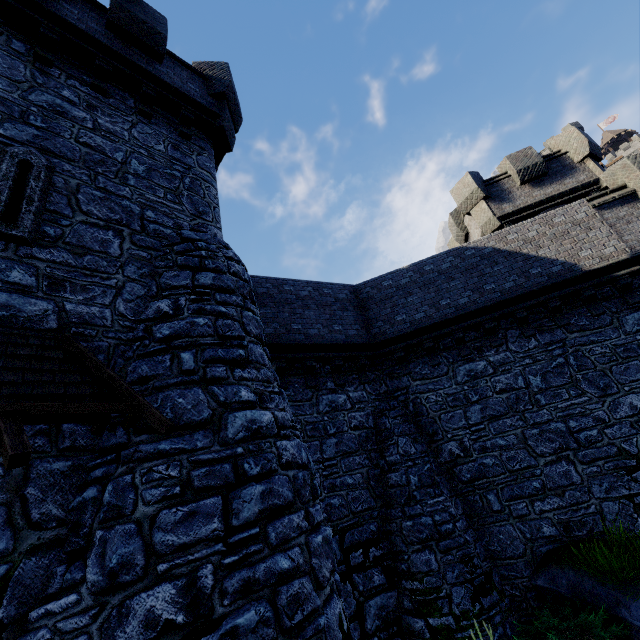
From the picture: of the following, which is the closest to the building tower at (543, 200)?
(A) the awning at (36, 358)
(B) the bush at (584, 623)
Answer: (B) the bush at (584, 623)

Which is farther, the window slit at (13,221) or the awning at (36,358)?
the window slit at (13,221)

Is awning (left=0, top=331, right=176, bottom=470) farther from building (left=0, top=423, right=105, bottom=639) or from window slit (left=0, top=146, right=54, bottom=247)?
window slit (left=0, top=146, right=54, bottom=247)

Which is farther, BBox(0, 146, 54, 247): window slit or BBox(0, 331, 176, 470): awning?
BBox(0, 146, 54, 247): window slit

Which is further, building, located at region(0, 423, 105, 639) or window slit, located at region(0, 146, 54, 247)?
window slit, located at region(0, 146, 54, 247)

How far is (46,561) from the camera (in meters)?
3.52

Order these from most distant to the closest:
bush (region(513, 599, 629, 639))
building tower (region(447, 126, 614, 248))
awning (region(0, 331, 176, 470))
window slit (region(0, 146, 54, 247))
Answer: building tower (region(447, 126, 614, 248))
bush (region(513, 599, 629, 639))
window slit (region(0, 146, 54, 247))
awning (region(0, 331, 176, 470))

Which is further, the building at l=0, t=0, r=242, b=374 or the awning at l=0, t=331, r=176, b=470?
the building at l=0, t=0, r=242, b=374
